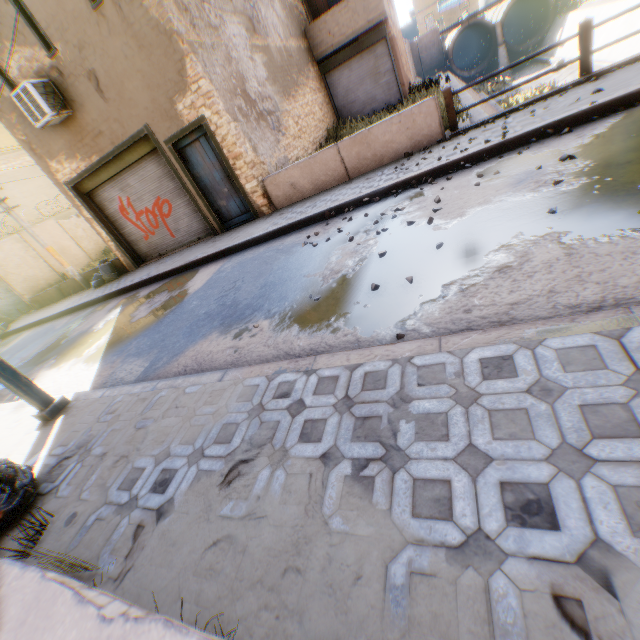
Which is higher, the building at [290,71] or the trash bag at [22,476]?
the building at [290,71]

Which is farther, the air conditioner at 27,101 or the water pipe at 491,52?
the water pipe at 491,52

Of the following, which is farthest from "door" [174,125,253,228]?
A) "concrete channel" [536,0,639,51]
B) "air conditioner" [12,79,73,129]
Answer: "concrete channel" [536,0,639,51]

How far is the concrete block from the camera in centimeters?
1420cm

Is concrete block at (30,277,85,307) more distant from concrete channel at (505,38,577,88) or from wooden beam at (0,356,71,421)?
concrete channel at (505,38,577,88)

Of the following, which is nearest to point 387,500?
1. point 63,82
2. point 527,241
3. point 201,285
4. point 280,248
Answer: point 527,241

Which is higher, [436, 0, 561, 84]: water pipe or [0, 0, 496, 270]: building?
[0, 0, 496, 270]: building

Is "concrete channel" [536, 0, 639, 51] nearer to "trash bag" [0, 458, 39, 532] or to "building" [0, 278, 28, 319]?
"building" [0, 278, 28, 319]
